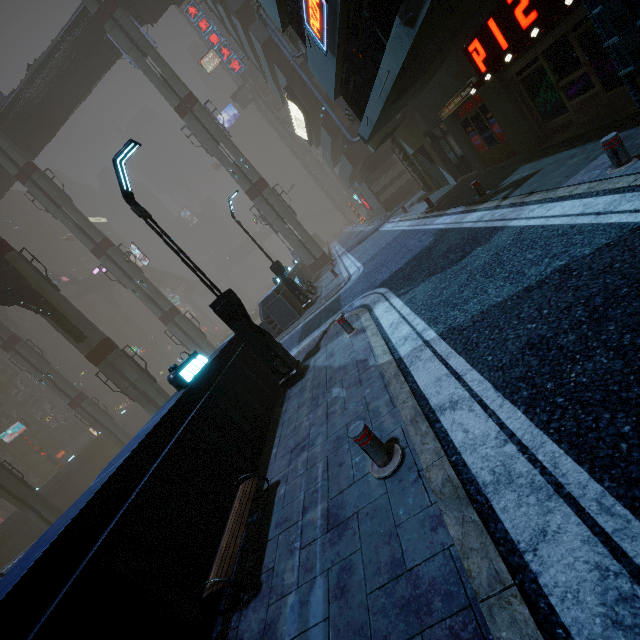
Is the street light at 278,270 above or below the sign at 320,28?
below

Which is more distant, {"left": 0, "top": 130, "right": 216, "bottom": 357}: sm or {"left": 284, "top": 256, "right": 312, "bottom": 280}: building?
{"left": 0, "top": 130, "right": 216, "bottom": 357}: sm

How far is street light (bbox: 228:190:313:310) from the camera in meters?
16.2 m

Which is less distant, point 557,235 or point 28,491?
point 557,235

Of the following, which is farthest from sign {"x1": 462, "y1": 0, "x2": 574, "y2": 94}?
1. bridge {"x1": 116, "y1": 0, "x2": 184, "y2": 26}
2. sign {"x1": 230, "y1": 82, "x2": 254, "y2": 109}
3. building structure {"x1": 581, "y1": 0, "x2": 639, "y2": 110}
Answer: sign {"x1": 230, "y1": 82, "x2": 254, "y2": 109}

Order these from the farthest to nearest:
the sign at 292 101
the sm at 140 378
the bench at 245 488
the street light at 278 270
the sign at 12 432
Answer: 1. the sign at 12 432
2. the sign at 292 101
3. the sm at 140 378
4. the street light at 278 270
5. the bench at 245 488

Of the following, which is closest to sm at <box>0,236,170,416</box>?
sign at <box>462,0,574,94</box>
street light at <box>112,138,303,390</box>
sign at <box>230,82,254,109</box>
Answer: street light at <box>112,138,303,390</box>

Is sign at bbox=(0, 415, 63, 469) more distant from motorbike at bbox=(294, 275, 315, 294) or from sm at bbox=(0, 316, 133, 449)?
motorbike at bbox=(294, 275, 315, 294)
